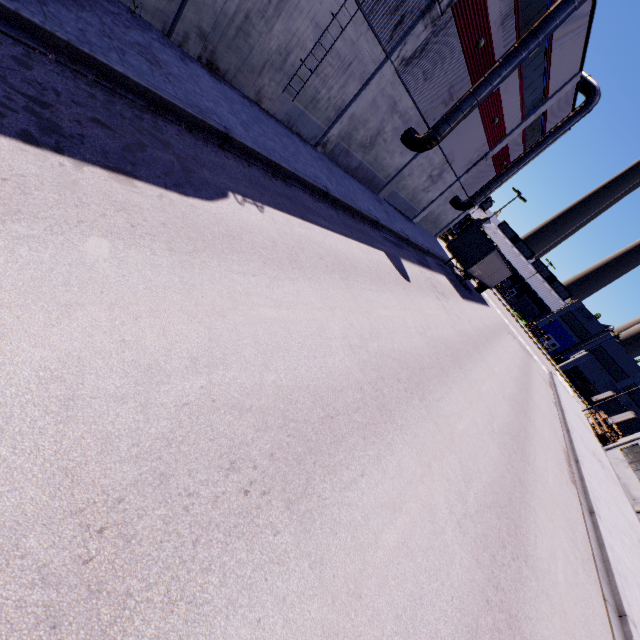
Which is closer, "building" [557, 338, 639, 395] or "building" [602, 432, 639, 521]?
"building" [602, 432, 639, 521]

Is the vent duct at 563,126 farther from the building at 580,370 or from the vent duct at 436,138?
the vent duct at 436,138

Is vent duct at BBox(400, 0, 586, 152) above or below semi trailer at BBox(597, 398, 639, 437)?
above

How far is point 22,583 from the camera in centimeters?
196cm

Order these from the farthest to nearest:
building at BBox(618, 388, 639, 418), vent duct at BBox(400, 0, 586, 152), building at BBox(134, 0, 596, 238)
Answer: building at BBox(618, 388, 639, 418), vent duct at BBox(400, 0, 586, 152), building at BBox(134, 0, 596, 238)

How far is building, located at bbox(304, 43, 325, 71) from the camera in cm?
1254

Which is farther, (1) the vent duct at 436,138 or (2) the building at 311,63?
(1) the vent duct at 436,138

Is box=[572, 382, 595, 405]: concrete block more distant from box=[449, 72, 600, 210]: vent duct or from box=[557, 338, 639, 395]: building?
box=[449, 72, 600, 210]: vent duct
